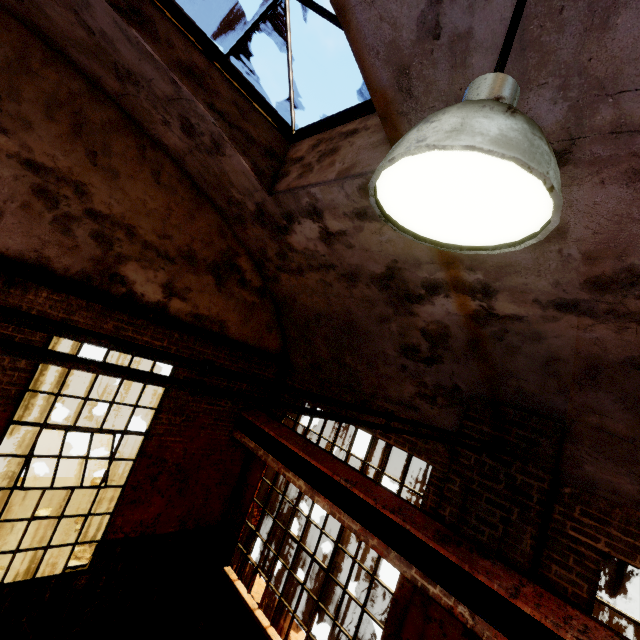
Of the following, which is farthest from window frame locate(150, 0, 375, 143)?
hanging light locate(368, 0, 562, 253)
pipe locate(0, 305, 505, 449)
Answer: pipe locate(0, 305, 505, 449)

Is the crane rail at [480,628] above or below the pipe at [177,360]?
below

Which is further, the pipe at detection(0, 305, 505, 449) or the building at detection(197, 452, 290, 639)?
the building at detection(197, 452, 290, 639)

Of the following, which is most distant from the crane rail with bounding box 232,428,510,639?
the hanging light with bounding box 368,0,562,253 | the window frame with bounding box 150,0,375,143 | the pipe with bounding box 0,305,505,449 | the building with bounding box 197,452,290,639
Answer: the window frame with bounding box 150,0,375,143

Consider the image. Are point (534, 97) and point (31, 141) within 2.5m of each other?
no

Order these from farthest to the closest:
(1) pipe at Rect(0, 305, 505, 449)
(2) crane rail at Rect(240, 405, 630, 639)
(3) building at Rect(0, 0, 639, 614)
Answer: (2) crane rail at Rect(240, 405, 630, 639) < (3) building at Rect(0, 0, 639, 614) < (1) pipe at Rect(0, 305, 505, 449)

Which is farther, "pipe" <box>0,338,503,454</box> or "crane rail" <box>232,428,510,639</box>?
"crane rail" <box>232,428,510,639</box>

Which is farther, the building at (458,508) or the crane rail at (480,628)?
the crane rail at (480,628)
